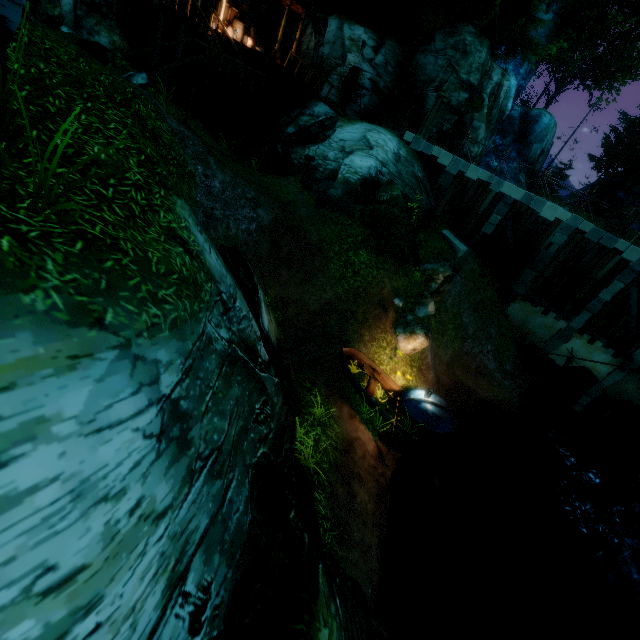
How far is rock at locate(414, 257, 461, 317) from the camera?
13.93m

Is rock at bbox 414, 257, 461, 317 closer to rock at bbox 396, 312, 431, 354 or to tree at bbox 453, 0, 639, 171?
rock at bbox 396, 312, 431, 354

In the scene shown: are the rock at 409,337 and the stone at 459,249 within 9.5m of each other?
yes

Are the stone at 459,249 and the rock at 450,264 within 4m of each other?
yes

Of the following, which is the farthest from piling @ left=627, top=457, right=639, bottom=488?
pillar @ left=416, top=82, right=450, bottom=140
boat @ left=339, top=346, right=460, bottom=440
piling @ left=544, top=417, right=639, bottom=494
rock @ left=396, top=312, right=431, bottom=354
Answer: pillar @ left=416, top=82, right=450, bottom=140

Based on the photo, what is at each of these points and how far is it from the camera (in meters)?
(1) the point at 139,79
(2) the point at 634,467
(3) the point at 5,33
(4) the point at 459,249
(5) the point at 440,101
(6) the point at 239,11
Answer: (1) rock, 9.55
(2) piling, 11.73
(3) tree, 3.39
(4) stone, 17.34
(5) pillar, 17.00
(6) box, 19.84

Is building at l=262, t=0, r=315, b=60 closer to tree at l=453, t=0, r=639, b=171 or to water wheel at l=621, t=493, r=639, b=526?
tree at l=453, t=0, r=639, b=171

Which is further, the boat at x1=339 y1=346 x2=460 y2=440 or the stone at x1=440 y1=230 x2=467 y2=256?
the stone at x1=440 y1=230 x2=467 y2=256
